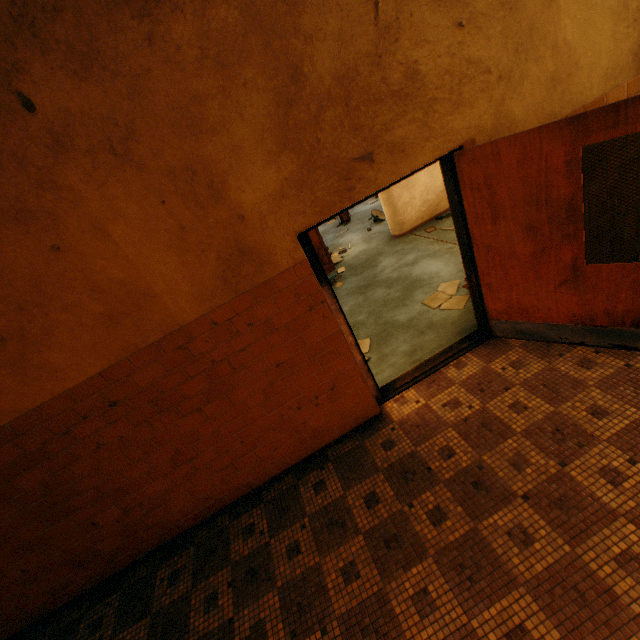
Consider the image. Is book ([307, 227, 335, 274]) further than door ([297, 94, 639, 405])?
Yes

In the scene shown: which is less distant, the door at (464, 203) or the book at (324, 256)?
the door at (464, 203)

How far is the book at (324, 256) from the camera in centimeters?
737cm

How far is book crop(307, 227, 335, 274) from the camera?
7.37m

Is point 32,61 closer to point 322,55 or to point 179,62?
point 179,62
